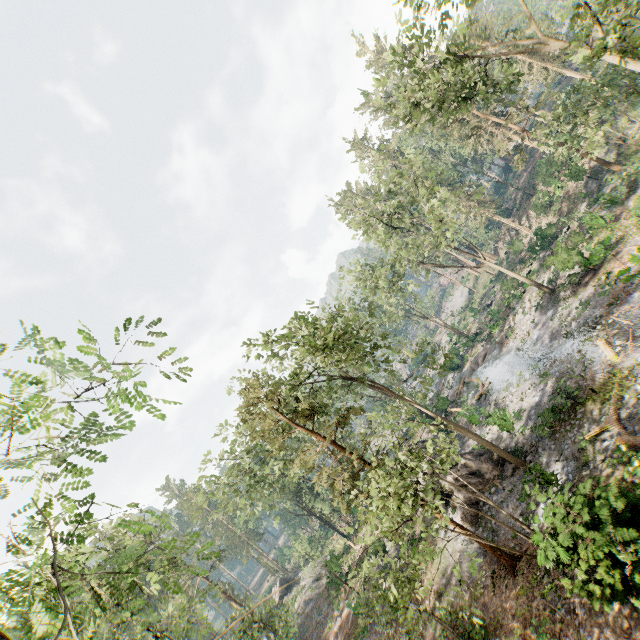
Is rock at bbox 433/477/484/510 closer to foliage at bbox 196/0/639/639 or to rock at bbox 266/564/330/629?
foliage at bbox 196/0/639/639

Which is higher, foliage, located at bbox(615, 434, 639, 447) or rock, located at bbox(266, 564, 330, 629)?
rock, located at bbox(266, 564, 330, 629)

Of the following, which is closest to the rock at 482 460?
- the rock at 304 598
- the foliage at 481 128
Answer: the foliage at 481 128

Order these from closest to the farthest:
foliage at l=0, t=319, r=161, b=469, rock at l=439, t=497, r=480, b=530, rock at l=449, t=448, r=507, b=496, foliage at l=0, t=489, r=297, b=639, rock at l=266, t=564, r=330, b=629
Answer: foliage at l=0, t=319, r=161, b=469 → foliage at l=0, t=489, r=297, b=639 → rock at l=439, t=497, r=480, b=530 → rock at l=449, t=448, r=507, b=496 → rock at l=266, t=564, r=330, b=629

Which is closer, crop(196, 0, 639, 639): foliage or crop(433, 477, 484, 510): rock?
crop(196, 0, 639, 639): foliage

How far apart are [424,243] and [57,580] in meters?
34.6
